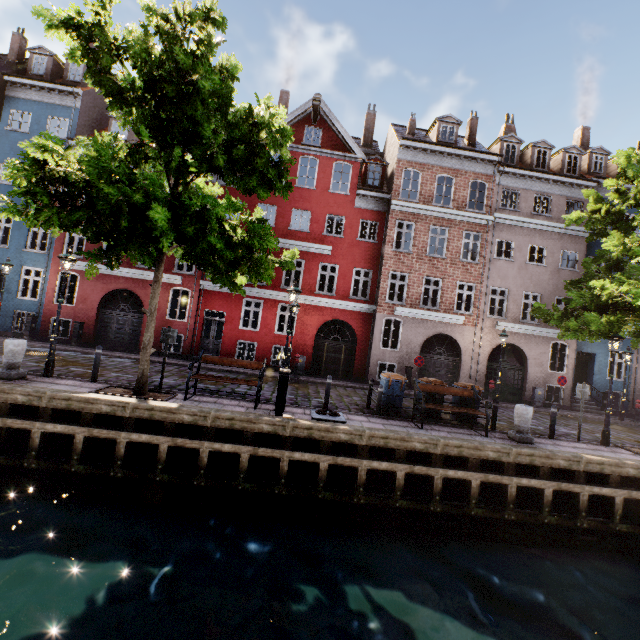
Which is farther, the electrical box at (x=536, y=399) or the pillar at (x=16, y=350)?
the electrical box at (x=536, y=399)

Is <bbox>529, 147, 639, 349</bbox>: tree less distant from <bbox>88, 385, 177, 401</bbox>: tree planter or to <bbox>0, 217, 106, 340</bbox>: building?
<bbox>88, 385, 177, 401</bbox>: tree planter

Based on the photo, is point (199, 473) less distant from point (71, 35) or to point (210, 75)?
point (210, 75)

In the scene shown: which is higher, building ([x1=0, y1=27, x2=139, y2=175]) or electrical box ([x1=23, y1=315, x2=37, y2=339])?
building ([x1=0, y1=27, x2=139, y2=175])

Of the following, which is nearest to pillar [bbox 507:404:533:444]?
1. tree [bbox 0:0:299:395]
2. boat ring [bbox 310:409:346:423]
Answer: tree [bbox 0:0:299:395]

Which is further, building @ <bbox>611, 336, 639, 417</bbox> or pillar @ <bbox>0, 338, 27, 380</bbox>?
building @ <bbox>611, 336, 639, 417</bbox>

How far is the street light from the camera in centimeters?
964cm

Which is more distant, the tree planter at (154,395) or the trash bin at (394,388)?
the trash bin at (394,388)
